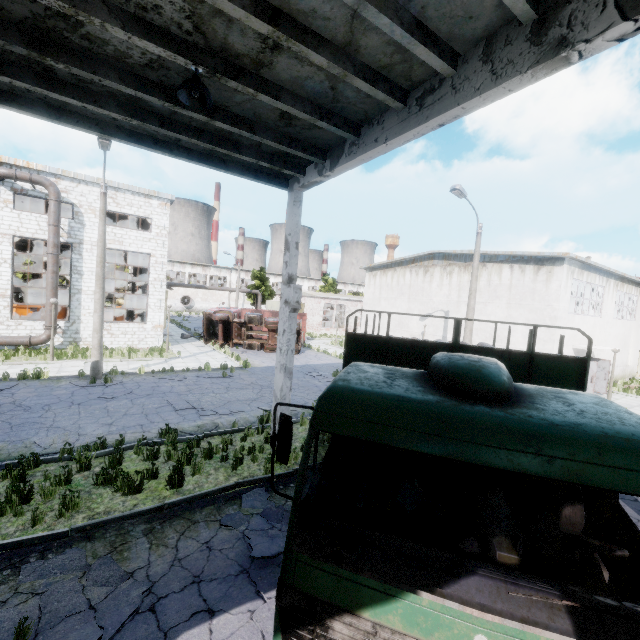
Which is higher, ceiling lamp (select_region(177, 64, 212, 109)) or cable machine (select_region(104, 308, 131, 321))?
ceiling lamp (select_region(177, 64, 212, 109))

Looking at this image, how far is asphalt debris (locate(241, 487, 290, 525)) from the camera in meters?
6.5

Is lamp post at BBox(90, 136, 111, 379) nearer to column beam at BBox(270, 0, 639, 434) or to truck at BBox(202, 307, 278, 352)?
column beam at BBox(270, 0, 639, 434)

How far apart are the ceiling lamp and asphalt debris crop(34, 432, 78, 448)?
8.5 meters

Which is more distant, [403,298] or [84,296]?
[403,298]

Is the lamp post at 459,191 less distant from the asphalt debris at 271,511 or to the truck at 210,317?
the asphalt debris at 271,511

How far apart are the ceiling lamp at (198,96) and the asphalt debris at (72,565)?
7.4 meters

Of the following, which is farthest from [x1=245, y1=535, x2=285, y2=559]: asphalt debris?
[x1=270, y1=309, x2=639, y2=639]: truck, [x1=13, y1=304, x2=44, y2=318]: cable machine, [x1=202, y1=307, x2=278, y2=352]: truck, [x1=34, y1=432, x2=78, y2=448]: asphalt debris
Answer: [x1=13, y1=304, x2=44, y2=318]: cable machine
